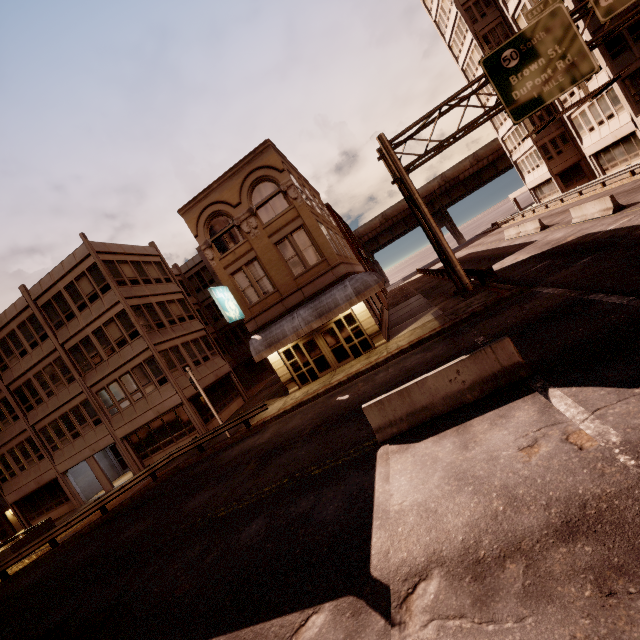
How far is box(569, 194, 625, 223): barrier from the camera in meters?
17.5 m

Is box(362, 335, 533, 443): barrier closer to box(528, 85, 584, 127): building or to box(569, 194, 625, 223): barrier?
box(569, 194, 625, 223): barrier

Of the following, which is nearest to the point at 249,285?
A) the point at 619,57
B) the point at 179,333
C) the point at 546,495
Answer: the point at 179,333

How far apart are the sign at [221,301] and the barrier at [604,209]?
21.6m

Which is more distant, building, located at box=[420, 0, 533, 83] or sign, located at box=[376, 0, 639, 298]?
building, located at box=[420, 0, 533, 83]

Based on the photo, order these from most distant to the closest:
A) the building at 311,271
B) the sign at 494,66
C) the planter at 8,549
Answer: the planter at 8,549
the building at 311,271
the sign at 494,66

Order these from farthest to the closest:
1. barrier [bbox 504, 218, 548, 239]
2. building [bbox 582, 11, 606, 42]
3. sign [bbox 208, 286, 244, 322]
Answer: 1. barrier [bbox 504, 218, 548, 239]
2. building [bbox 582, 11, 606, 42]
3. sign [bbox 208, 286, 244, 322]

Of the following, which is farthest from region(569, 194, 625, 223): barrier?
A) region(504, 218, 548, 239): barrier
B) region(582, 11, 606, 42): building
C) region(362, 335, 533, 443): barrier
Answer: region(362, 335, 533, 443): barrier
